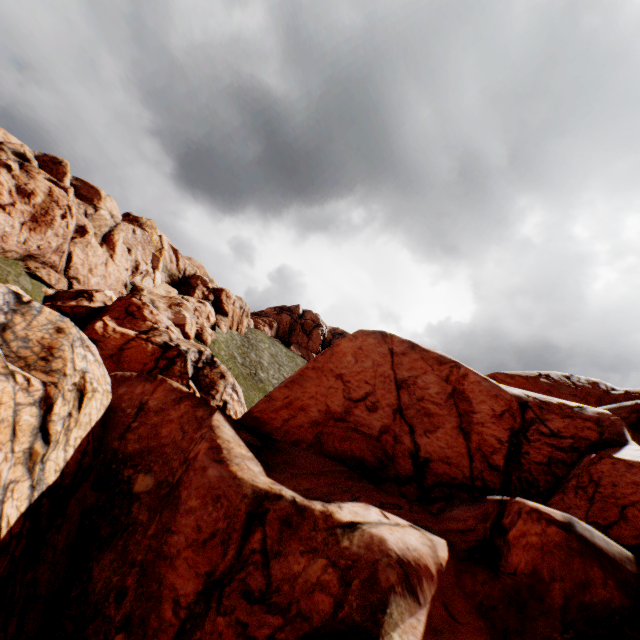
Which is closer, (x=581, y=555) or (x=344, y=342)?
(x=581, y=555)
